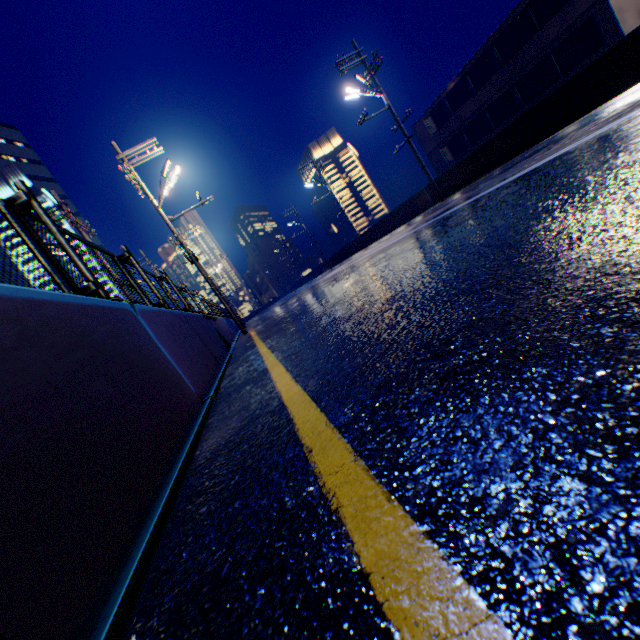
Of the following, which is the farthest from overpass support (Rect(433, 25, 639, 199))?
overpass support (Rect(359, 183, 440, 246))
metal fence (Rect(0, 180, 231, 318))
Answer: overpass support (Rect(359, 183, 440, 246))

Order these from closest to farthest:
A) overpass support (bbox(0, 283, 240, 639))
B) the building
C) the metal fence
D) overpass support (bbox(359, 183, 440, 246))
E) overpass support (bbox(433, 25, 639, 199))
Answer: overpass support (bbox(0, 283, 240, 639)) < the metal fence < overpass support (bbox(433, 25, 639, 199)) < the building < overpass support (bbox(359, 183, 440, 246))

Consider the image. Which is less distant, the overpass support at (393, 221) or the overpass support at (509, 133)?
the overpass support at (509, 133)

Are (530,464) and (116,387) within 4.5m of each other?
yes

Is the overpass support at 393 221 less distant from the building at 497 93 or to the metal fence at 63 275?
the metal fence at 63 275

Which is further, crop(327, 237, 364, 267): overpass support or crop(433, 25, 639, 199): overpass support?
crop(327, 237, 364, 267): overpass support

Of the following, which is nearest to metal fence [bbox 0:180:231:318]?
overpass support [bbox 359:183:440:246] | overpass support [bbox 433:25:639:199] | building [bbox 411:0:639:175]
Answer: overpass support [bbox 433:25:639:199]

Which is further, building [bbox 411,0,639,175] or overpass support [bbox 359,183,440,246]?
overpass support [bbox 359,183,440,246]
